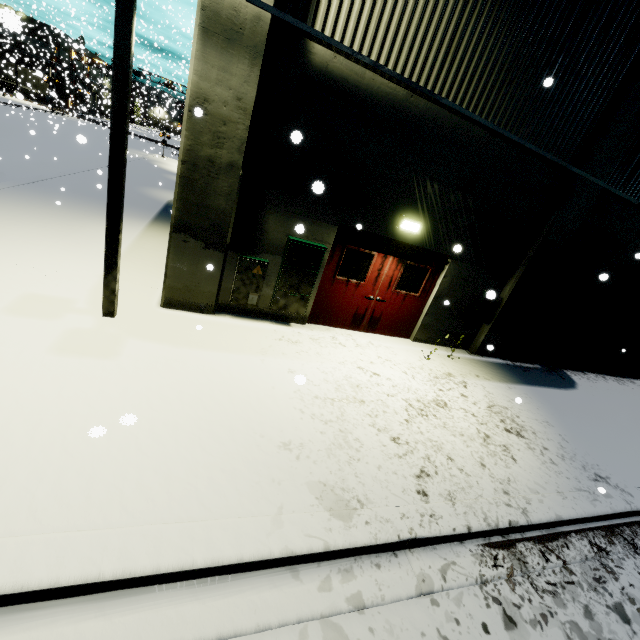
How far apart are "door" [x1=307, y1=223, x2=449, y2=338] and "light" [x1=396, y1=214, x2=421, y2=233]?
0.25m

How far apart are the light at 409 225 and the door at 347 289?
0.25m

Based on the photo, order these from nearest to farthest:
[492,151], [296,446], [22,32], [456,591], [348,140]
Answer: [456,591] → [296,446] → [348,140] → [492,151] → [22,32]

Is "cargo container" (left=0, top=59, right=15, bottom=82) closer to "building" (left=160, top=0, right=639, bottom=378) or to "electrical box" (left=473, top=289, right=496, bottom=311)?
"building" (left=160, top=0, right=639, bottom=378)

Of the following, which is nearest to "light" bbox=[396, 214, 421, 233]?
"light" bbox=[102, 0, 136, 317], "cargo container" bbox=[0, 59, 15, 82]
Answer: "light" bbox=[102, 0, 136, 317]

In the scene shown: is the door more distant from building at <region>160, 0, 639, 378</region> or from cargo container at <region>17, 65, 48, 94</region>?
cargo container at <region>17, 65, 48, 94</region>

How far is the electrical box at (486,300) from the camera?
4.5m

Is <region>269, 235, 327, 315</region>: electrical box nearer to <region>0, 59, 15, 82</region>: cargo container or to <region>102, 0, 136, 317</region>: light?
<region>102, 0, 136, 317</region>: light
